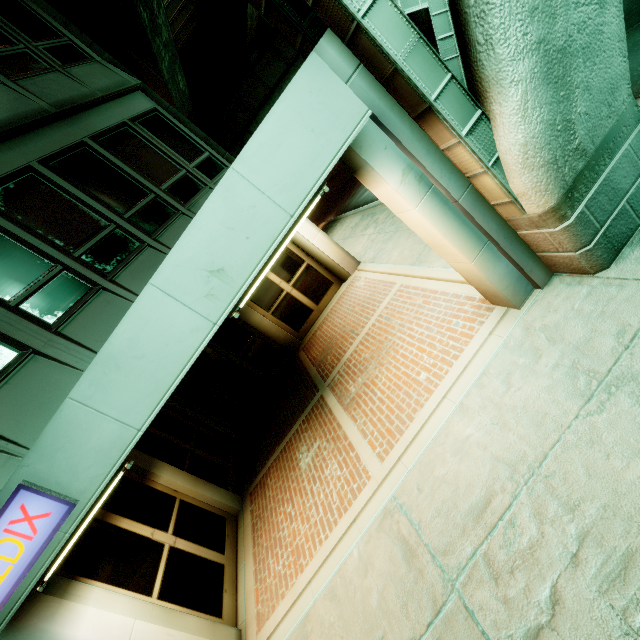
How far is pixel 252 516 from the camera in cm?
672
